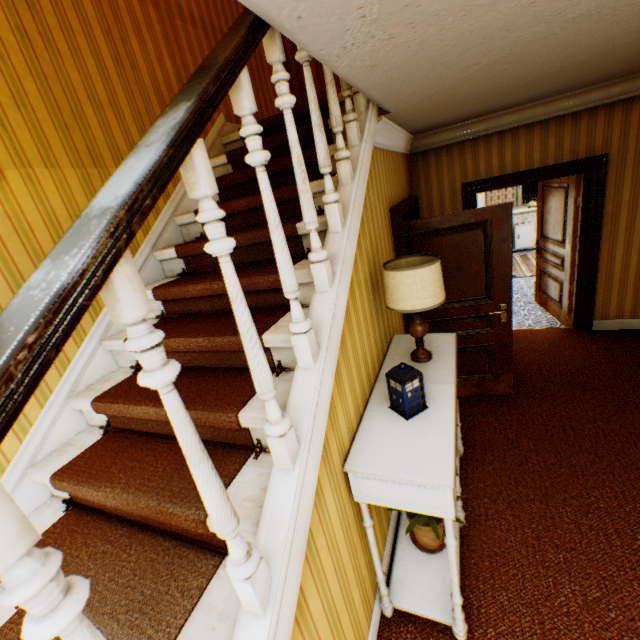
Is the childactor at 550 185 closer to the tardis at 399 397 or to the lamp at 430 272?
the lamp at 430 272

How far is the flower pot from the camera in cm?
226

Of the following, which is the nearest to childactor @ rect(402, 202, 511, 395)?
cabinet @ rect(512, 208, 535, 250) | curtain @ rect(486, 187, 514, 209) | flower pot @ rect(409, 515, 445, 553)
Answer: flower pot @ rect(409, 515, 445, 553)

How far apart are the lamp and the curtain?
9.0m

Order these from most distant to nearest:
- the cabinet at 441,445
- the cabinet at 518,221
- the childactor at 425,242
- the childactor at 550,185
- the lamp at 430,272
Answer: the cabinet at 518,221
the childactor at 550,185
the childactor at 425,242
the lamp at 430,272
the cabinet at 441,445

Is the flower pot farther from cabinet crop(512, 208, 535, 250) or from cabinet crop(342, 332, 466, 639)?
cabinet crop(512, 208, 535, 250)

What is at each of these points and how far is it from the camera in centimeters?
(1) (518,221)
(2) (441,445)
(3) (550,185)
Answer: (1) cabinet, 911cm
(2) cabinet, 168cm
(3) childactor, 498cm

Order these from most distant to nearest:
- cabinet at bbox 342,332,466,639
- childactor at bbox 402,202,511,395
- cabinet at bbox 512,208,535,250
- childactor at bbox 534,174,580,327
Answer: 1. cabinet at bbox 512,208,535,250
2. childactor at bbox 534,174,580,327
3. childactor at bbox 402,202,511,395
4. cabinet at bbox 342,332,466,639
